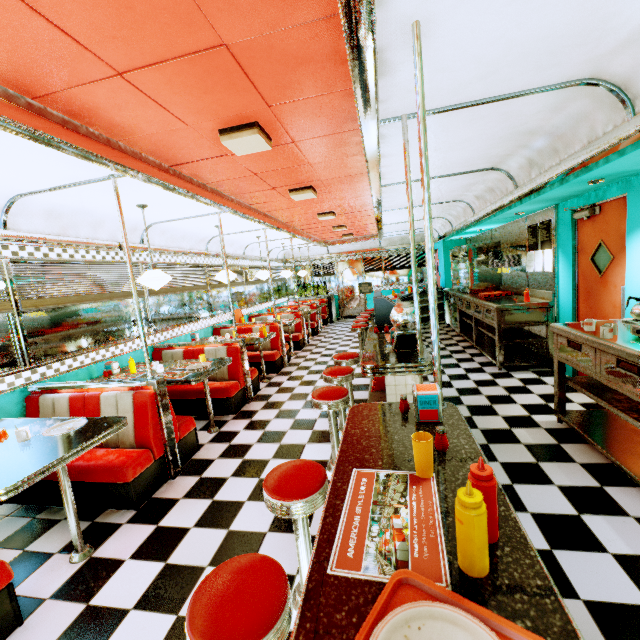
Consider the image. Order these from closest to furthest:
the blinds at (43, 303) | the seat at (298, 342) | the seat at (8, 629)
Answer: the seat at (8, 629)
the blinds at (43, 303)
the seat at (298, 342)

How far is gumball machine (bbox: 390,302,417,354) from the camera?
2.90m

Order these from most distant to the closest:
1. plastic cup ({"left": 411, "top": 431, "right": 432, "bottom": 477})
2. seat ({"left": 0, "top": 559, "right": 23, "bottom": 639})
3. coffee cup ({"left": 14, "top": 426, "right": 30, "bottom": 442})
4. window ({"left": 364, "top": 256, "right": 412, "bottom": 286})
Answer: window ({"left": 364, "top": 256, "right": 412, "bottom": 286})
coffee cup ({"left": 14, "top": 426, "right": 30, "bottom": 442})
seat ({"left": 0, "top": 559, "right": 23, "bottom": 639})
plastic cup ({"left": 411, "top": 431, "right": 432, "bottom": 477})

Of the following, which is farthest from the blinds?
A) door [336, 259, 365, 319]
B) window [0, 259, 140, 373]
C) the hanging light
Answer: door [336, 259, 365, 319]

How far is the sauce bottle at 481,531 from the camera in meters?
0.8

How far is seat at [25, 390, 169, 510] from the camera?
2.95m

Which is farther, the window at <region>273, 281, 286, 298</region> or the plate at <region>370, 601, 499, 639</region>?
the window at <region>273, 281, 286, 298</region>

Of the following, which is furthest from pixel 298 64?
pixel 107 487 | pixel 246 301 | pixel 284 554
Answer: pixel 246 301
